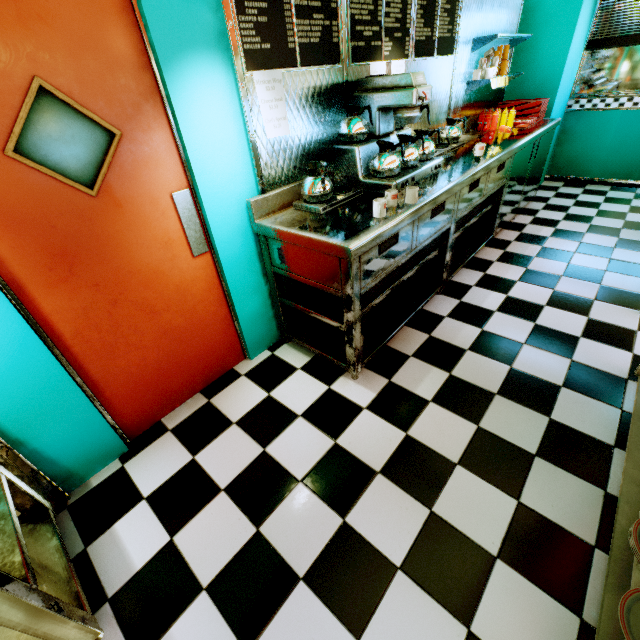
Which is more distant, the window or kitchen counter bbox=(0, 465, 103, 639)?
the window

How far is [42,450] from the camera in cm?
180

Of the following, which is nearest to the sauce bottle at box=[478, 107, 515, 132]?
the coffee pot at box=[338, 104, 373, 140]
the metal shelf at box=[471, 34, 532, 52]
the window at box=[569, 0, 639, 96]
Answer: the metal shelf at box=[471, 34, 532, 52]

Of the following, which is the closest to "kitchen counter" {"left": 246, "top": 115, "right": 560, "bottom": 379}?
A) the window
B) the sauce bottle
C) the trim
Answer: the sauce bottle

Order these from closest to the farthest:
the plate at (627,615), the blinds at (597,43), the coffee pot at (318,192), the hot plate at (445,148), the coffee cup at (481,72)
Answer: the plate at (627,615)
the coffee pot at (318,192)
the hot plate at (445,148)
the coffee cup at (481,72)
the blinds at (597,43)

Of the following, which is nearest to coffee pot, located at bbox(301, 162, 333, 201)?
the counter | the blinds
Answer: the counter

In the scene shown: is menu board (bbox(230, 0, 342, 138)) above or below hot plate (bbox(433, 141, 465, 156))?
above

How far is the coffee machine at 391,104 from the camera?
2.26m
